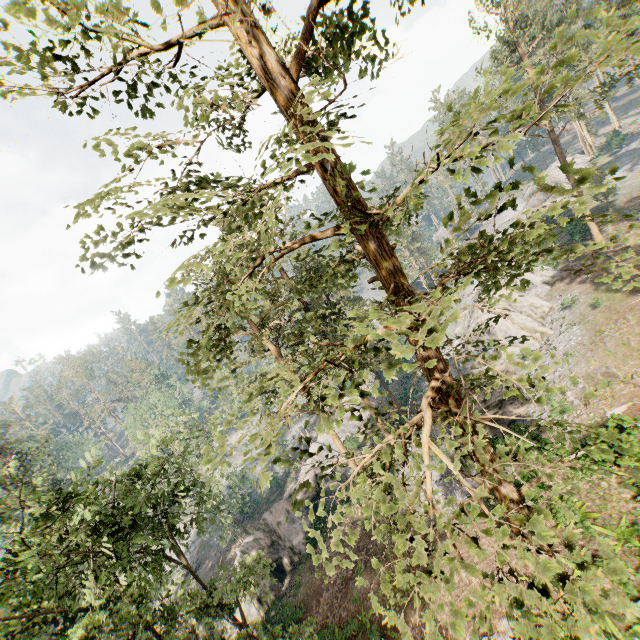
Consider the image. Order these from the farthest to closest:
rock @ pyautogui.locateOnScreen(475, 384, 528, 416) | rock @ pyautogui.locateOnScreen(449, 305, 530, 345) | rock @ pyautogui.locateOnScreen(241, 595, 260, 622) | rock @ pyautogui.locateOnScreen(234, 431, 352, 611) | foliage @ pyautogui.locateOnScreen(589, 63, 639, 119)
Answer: rock @ pyautogui.locateOnScreen(449, 305, 530, 345)
rock @ pyautogui.locateOnScreen(234, 431, 352, 611)
rock @ pyautogui.locateOnScreen(241, 595, 260, 622)
foliage @ pyautogui.locateOnScreen(589, 63, 639, 119)
rock @ pyautogui.locateOnScreen(475, 384, 528, 416)

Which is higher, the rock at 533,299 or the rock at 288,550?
the rock at 533,299

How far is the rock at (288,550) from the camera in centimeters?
2748cm

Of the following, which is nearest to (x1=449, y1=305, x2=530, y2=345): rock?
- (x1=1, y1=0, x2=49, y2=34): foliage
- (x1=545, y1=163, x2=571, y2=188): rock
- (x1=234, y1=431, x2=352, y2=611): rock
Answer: (x1=1, y1=0, x2=49, y2=34): foliage

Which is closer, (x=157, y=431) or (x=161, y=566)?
(x=161, y=566)

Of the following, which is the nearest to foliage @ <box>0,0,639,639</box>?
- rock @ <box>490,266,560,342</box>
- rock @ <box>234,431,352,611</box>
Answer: rock @ <box>234,431,352,611</box>

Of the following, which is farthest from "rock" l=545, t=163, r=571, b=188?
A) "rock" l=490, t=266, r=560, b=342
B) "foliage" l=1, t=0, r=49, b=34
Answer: "foliage" l=1, t=0, r=49, b=34

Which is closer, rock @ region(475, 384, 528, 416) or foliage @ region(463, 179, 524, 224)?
foliage @ region(463, 179, 524, 224)
